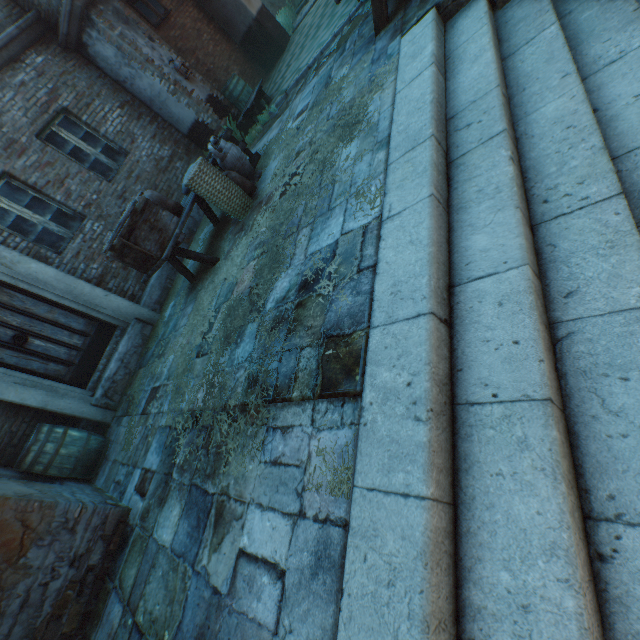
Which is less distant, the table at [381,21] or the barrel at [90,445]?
the table at [381,21]

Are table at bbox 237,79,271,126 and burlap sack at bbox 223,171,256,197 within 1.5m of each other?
no

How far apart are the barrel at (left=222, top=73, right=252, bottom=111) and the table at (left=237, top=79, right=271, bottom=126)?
0.11m

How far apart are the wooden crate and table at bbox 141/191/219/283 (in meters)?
0.00

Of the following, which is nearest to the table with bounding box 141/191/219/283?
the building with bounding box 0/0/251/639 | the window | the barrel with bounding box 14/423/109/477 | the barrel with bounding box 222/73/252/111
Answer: the building with bounding box 0/0/251/639

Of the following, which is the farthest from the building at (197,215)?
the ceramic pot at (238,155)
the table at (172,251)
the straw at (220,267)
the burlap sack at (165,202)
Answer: the ceramic pot at (238,155)

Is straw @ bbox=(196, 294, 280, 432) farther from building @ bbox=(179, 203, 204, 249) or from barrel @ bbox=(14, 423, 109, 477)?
barrel @ bbox=(14, 423, 109, 477)

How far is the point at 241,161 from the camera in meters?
5.3
